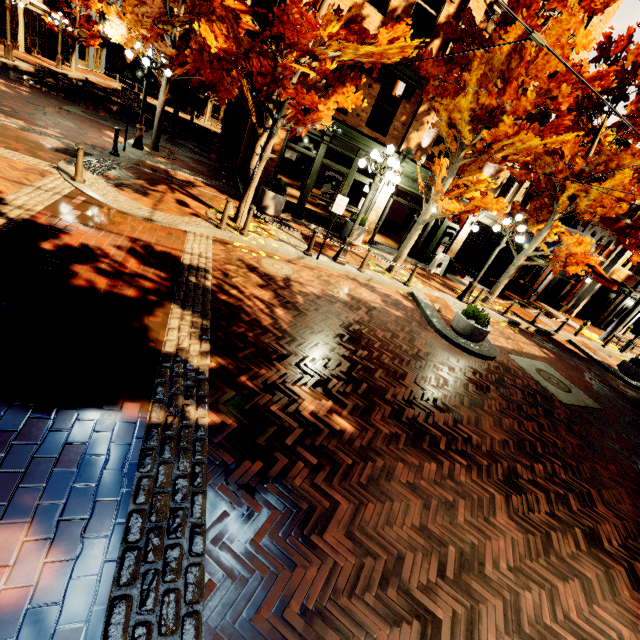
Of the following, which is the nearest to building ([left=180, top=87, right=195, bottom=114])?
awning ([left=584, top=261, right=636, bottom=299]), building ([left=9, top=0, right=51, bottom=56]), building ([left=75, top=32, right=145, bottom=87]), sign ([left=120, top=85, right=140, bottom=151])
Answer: building ([left=75, top=32, right=145, bottom=87])

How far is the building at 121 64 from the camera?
36.3m

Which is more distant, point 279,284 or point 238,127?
point 238,127

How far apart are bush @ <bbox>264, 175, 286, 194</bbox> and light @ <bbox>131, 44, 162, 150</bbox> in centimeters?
544cm

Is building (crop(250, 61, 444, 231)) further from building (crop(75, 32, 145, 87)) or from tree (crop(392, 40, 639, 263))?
building (crop(75, 32, 145, 87))

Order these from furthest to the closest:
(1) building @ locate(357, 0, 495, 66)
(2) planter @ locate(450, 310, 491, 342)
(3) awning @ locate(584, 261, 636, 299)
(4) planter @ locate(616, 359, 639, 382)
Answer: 1. (3) awning @ locate(584, 261, 636, 299)
2. (4) planter @ locate(616, 359, 639, 382)
3. (1) building @ locate(357, 0, 495, 66)
4. (2) planter @ locate(450, 310, 491, 342)

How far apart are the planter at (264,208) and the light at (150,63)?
5.20m

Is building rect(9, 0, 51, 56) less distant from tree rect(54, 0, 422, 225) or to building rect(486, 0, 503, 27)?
tree rect(54, 0, 422, 225)
